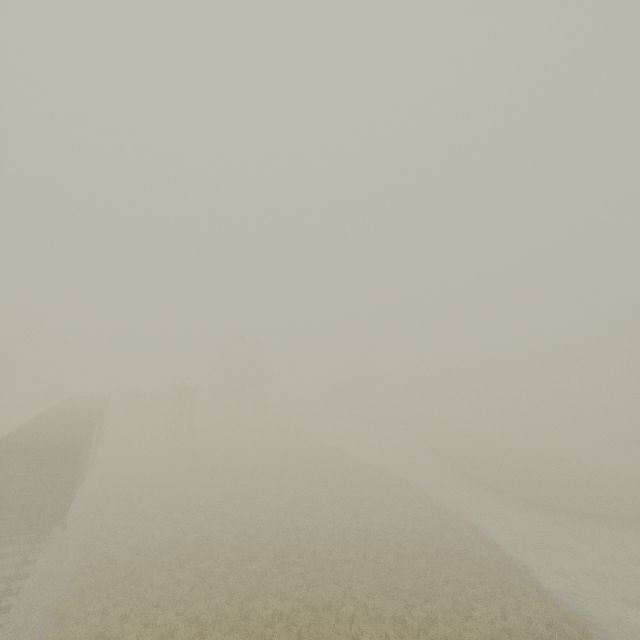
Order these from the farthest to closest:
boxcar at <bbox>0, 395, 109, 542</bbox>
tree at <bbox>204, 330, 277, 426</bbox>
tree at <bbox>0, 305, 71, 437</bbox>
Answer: tree at <bbox>204, 330, 277, 426</bbox> → tree at <bbox>0, 305, 71, 437</bbox> → boxcar at <bbox>0, 395, 109, 542</bbox>

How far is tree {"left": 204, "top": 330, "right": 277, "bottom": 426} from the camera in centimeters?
5059cm

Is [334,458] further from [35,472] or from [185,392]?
[35,472]

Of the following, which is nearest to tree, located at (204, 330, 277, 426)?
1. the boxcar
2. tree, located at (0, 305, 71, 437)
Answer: tree, located at (0, 305, 71, 437)

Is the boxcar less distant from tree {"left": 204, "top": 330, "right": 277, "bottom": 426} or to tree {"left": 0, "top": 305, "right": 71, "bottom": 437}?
tree {"left": 0, "top": 305, "right": 71, "bottom": 437}

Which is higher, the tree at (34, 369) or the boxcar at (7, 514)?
the tree at (34, 369)

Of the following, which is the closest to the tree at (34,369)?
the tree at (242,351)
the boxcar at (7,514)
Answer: the tree at (242,351)
